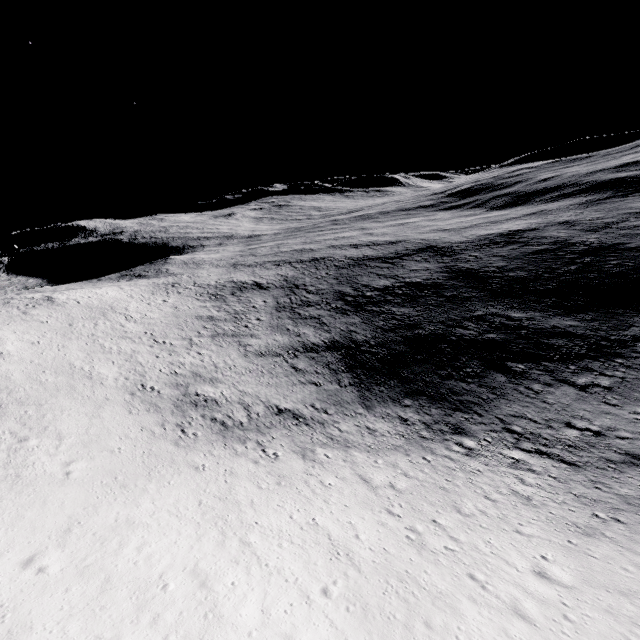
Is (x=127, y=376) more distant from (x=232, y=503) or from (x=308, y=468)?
(x=308, y=468)
